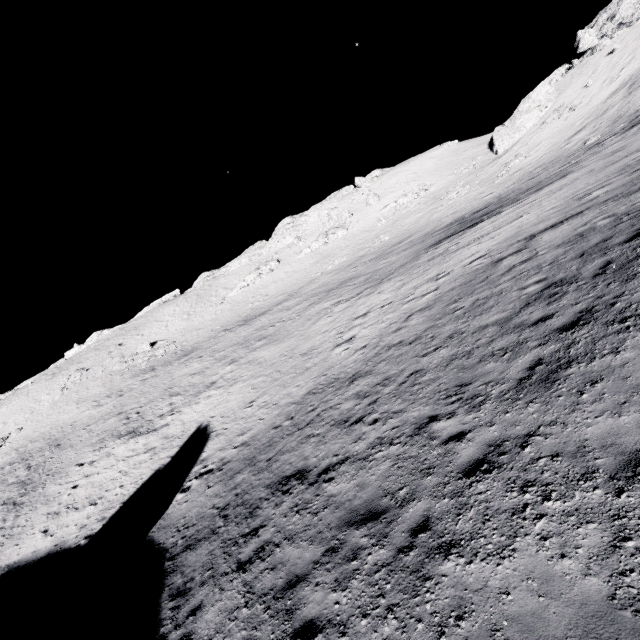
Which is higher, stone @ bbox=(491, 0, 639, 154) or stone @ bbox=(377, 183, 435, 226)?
stone @ bbox=(491, 0, 639, 154)

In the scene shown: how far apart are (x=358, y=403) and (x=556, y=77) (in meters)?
70.55

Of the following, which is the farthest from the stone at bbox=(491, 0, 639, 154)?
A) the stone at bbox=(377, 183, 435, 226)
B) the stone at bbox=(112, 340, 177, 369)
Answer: the stone at bbox=(112, 340, 177, 369)

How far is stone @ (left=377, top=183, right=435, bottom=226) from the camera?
57.5m

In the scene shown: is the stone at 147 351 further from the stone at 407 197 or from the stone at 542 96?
the stone at 542 96

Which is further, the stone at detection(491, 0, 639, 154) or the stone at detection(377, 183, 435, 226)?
the stone at detection(377, 183, 435, 226)

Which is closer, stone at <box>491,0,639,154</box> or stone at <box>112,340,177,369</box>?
stone at <box>491,0,639,154</box>

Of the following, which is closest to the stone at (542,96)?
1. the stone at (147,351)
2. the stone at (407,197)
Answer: the stone at (407,197)
